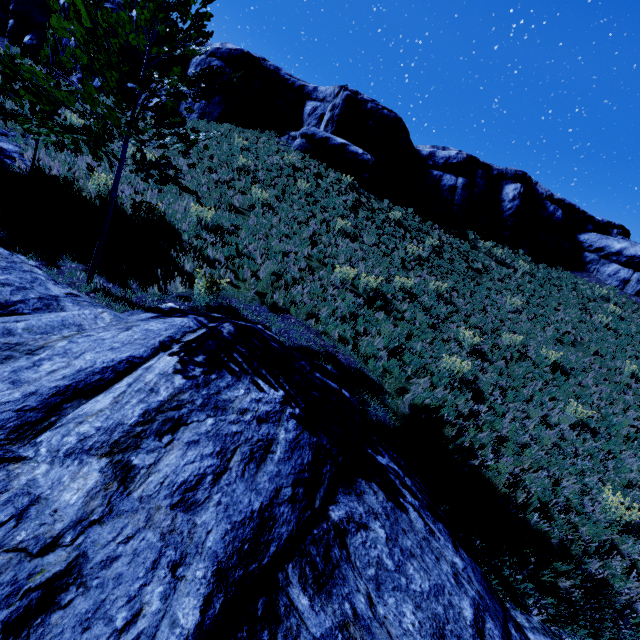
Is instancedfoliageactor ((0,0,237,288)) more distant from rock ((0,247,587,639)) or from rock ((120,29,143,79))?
rock ((120,29,143,79))

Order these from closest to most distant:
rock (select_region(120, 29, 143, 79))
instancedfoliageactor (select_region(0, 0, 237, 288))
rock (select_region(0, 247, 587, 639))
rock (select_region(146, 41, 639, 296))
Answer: rock (select_region(0, 247, 587, 639))
instancedfoliageactor (select_region(0, 0, 237, 288))
rock (select_region(146, 41, 639, 296))
rock (select_region(120, 29, 143, 79))

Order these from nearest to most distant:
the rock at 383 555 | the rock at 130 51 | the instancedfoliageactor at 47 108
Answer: the rock at 383 555
the instancedfoliageactor at 47 108
the rock at 130 51

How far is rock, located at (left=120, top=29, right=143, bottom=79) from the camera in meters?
23.9

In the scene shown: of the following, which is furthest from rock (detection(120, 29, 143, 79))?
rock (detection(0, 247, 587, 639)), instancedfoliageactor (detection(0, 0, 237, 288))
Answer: rock (detection(0, 247, 587, 639))

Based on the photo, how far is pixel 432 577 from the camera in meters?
3.9

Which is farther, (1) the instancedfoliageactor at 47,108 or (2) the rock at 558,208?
(2) the rock at 558,208

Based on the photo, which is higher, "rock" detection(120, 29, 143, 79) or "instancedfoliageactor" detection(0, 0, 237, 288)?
"rock" detection(120, 29, 143, 79)
